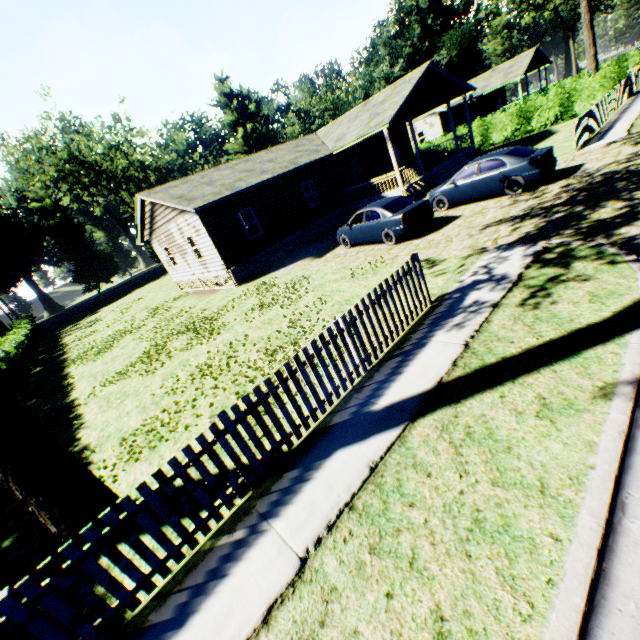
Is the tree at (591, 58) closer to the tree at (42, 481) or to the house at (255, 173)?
the house at (255, 173)

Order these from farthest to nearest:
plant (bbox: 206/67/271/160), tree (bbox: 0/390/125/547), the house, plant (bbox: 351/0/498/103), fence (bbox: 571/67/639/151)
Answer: plant (bbox: 206/67/271/160), plant (bbox: 351/0/498/103), the house, fence (bbox: 571/67/639/151), tree (bbox: 0/390/125/547)

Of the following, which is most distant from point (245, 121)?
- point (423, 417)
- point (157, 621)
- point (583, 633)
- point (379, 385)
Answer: point (583, 633)

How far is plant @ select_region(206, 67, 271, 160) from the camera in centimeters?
5408cm

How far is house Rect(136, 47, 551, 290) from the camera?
17.5m

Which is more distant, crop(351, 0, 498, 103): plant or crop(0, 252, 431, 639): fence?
crop(351, 0, 498, 103): plant

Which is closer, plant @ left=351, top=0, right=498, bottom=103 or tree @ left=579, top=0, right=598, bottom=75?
tree @ left=579, top=0, right=598, bottom=75

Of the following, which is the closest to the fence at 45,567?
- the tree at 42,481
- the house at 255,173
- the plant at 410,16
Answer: the tree at 42,481
